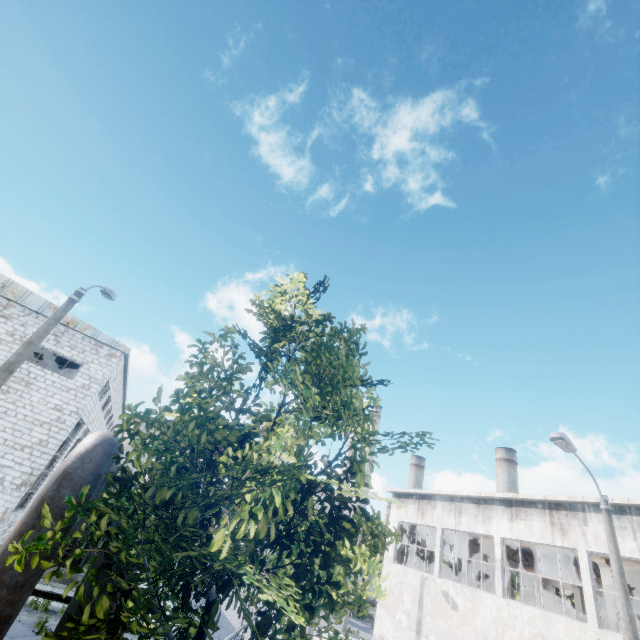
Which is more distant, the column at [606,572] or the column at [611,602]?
the column at [606,572]

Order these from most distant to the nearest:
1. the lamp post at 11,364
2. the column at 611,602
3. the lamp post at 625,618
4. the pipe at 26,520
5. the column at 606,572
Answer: the column at 606,572, the column at 611,602, the lamp post at 625,618, the lamp post at 11,364, the pipe at 26,520

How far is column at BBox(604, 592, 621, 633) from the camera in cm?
1427

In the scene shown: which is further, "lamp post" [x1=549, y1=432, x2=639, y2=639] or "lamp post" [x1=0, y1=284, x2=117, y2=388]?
"lamp post" [x1=549, y1=432, x2=639, y2=639]

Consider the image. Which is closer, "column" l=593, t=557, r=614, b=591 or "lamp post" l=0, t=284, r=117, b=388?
"lamp post" l=0, t=284, r=117, b=388

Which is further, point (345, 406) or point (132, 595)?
point (345, 406)

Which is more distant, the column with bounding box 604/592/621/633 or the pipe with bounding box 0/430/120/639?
the column with bounding box 604/592/621/633

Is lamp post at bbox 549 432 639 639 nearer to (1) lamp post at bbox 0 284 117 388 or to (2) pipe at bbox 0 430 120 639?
(2) pipe at bbox 0 430 120 639
